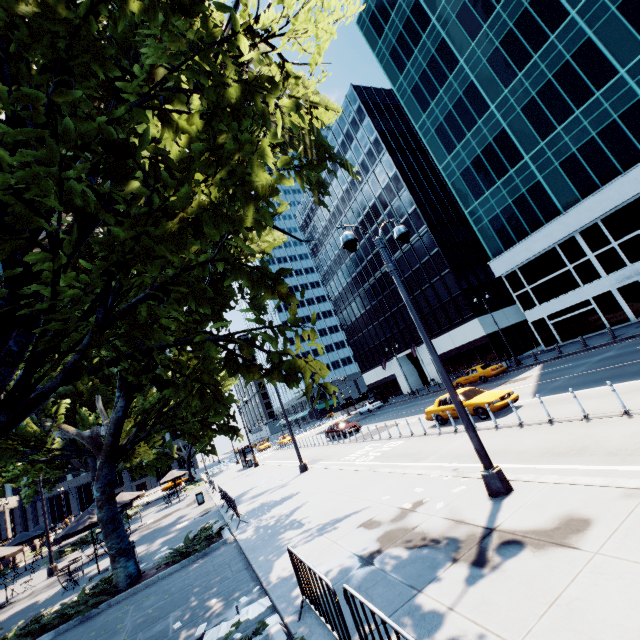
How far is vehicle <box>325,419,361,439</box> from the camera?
28.8 meters

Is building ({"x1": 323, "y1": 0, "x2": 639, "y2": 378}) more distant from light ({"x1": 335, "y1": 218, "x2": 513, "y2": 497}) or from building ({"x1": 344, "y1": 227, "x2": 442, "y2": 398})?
light ({"x1": 335, "y1": 218, "x2": 513, "y2": 497})

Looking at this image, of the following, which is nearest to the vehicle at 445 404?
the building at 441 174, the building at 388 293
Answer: the building at 441 174

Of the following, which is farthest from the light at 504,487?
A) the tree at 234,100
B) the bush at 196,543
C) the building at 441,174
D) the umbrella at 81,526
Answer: the building at 441,174

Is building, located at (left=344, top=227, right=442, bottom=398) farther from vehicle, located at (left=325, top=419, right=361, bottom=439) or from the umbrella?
the umbrella

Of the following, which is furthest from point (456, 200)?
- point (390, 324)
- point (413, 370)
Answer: point (413, 370)

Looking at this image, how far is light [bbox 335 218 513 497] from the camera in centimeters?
715cm

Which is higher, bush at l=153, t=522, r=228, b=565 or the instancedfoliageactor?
bush at l=153, t=522, r=228, b=565
